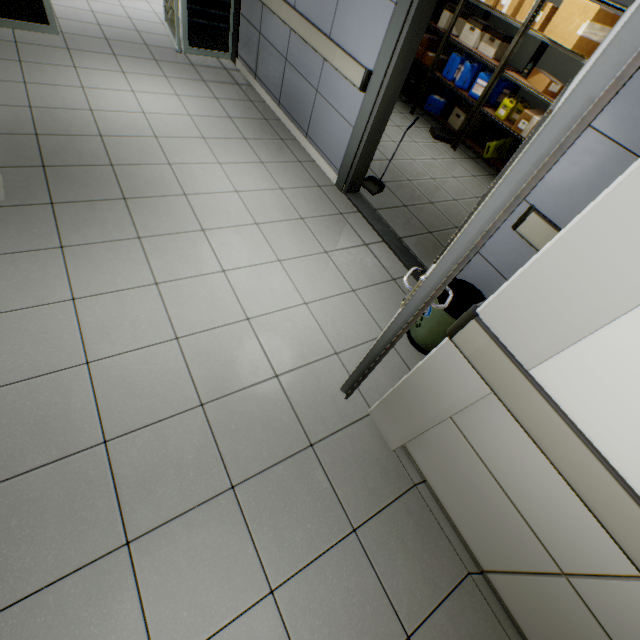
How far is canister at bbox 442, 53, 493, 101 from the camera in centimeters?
505cm

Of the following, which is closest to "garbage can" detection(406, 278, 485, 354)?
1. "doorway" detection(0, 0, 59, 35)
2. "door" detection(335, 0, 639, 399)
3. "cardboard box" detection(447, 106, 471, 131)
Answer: "door" detection(335, 0, 639, 399)

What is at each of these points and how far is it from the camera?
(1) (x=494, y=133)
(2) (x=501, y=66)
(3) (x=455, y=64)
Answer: (1) bottle, 5.2 meters
(2) rack, 4.7 meters
(3) canister, 5.3 meters

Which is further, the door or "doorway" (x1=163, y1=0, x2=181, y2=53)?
"doorway" (x1=163, y1=0, x2=181, y2=53)

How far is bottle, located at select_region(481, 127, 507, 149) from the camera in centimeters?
521cm

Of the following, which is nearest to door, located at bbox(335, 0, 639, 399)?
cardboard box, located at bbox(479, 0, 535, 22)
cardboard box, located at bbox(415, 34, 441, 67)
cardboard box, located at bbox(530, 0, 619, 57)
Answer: cardboard box, located at bbox(530, 0, 619, 57)

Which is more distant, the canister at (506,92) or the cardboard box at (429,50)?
the cardboard box at (429,50)

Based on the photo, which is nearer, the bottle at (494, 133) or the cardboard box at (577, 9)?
the cardboard box at (577, 9)
